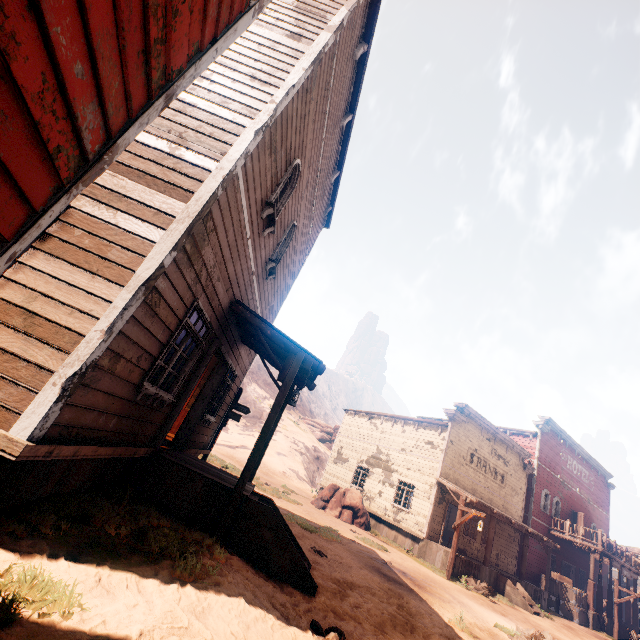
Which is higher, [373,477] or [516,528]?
[516,528]

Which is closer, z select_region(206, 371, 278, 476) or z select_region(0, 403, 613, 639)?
z select_region(0, 403, 613, 639)

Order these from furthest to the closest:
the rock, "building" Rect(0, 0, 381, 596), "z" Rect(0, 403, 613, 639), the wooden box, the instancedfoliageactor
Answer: the rock
the wooden box
the instancedfoliageactor
"z" Rect(0, 403, 613, 639)
"building" Rect(0, 0, 381, 596)

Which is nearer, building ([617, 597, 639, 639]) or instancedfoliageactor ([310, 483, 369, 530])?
instancedfoliageactor ([310, 483, 369, 530])

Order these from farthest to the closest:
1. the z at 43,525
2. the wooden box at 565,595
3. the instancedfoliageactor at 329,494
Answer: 1. the wooden box at 565,595
2. the instancedfoliageactor at 329,494
3. the z at 43,525

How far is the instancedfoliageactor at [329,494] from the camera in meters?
18.4

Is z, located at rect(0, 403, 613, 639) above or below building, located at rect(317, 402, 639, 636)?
below

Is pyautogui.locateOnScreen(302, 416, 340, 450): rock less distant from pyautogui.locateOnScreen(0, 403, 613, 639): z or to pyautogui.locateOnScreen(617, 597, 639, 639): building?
pyautogui.locateOnScreen(0, 403, 613, 639): z
